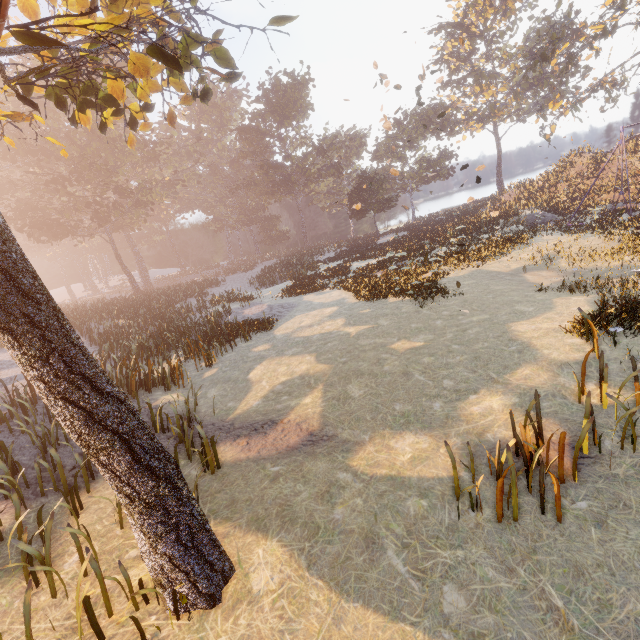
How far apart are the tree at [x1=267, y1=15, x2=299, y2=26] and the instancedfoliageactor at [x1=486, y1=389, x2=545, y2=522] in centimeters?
993cm

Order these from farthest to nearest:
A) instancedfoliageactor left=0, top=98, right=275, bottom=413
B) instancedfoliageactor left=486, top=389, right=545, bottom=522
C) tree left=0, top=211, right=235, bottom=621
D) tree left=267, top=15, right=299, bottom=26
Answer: instancedfoliageactor left=0, top=98, right=275, bottom=413 < tree left=267, top=15, right=299, bottom=26 < instancedfoliageactor left=486, top=389, right=545, bottom=522 < tree left=0, top=211, right=235, bottom=621

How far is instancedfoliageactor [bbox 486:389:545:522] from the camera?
4.45m

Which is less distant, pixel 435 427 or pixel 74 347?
pixel 74 347

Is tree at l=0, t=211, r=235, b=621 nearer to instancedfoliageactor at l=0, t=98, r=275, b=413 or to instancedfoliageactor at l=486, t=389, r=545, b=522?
instancedfoliageactor at l=486, t=389, r=545, b=522

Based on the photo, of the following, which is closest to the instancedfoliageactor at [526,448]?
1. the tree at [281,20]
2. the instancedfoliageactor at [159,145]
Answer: the tree at [281,20]

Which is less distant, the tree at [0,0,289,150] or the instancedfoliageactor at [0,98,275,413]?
the tree at [0,0,289,150]

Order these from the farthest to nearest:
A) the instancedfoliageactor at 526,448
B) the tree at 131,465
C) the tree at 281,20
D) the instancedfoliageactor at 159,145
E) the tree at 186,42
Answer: the instancedfoliageactor at 159,145 < the tree at 281,20 < the tree at 186,42 < the instancedfoliageactor at 526,448 < the tree at 131,465
